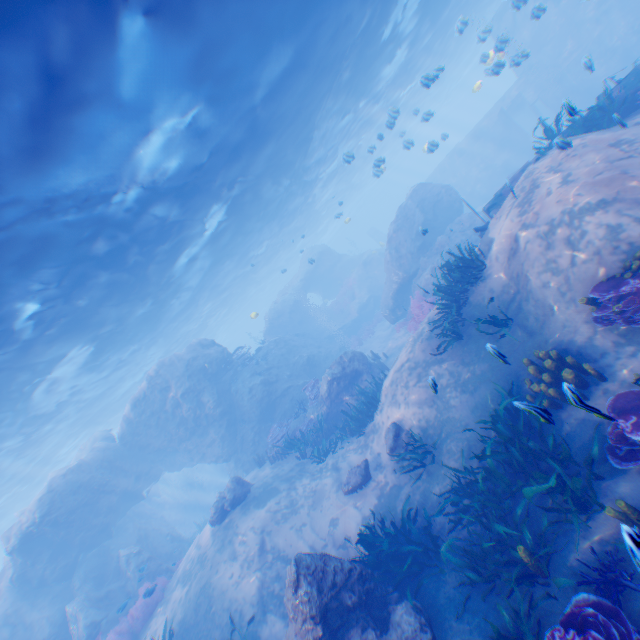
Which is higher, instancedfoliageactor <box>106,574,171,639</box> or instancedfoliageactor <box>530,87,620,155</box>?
instancedfoliageactor <box>530,87,620,155</box>

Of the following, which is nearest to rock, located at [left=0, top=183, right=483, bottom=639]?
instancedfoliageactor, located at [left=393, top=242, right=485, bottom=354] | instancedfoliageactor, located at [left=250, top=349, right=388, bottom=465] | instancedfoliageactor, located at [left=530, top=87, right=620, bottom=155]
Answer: instancedfoliageactor, located at [left=250, top=349, right=388, bottom=465]

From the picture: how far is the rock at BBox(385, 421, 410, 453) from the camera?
9.9m

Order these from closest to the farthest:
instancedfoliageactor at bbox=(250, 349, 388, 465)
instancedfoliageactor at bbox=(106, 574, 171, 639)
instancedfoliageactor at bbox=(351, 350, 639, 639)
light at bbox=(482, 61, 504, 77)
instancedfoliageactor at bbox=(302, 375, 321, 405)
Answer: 1. instancedfoliageactor at bbox=(351, 350, 639, 639)
2. instancedfoliageactor at bbox=(106, 574, 171, 639)
3. light at bbox=(482, 61, 504, 77)
4. instancedfoliageactor at bbox=(250, 349, 388, 465)
5. instancedfoliageactor at bbox=(302, 375, 321, 405)

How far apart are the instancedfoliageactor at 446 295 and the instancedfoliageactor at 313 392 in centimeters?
784cm

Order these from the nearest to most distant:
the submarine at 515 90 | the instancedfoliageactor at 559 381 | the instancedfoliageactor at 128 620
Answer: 1. the instancedfoliageactor at 559 381
2. the instancedfoliageactor at 128 620
3. the submarine at 515 90

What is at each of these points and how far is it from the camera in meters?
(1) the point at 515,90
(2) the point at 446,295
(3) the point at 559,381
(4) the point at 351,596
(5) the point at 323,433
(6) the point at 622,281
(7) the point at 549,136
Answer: (1) submarine, 26.2 m
(2) instancedfoliageactor, 10.5 m
(3) instancedfoliageactor, 6.4 m
(4) rock, 6.3 m
(5) instancedfoliageactor, 15.2 m
(6) instancedfoliageactor, 5.8 m
(7) instancedfoliageactor, 10.5 m

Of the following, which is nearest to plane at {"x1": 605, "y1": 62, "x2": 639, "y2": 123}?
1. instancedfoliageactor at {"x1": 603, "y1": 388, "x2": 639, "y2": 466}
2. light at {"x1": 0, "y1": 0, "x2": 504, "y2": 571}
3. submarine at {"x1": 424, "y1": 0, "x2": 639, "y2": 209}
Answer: submarine at {"x1": 424, "y1": 0, "x2": 639, "y2": 209}
